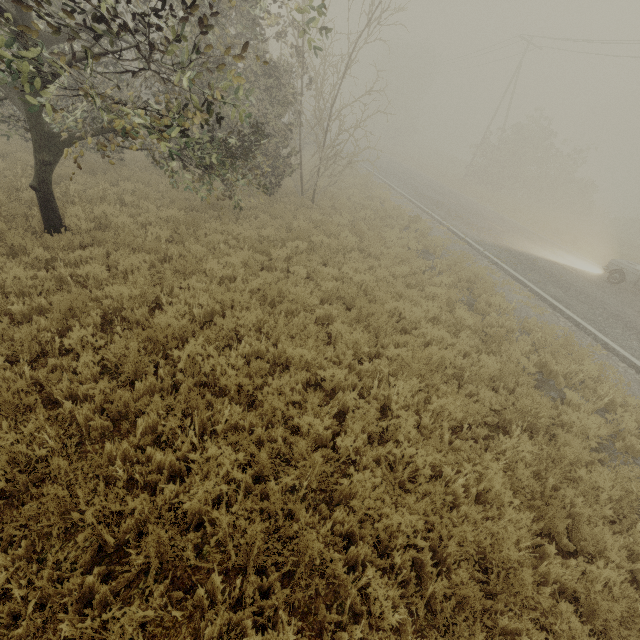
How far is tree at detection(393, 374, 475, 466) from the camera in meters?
4.7

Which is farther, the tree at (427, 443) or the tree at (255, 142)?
the tree at (427, 443)

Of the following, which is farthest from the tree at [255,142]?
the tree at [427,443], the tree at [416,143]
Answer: the tree at [416,143]

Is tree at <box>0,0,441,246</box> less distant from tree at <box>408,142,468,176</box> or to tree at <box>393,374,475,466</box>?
tree at <box>393,374,475,466</box>

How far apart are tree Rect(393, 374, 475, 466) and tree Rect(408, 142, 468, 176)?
52.04m

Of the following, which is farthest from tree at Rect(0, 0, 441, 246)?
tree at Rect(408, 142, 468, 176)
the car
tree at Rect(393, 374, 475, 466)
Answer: tree at Rect(408, 142, 468, 176)

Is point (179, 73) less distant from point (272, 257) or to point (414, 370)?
point (272, 257)
